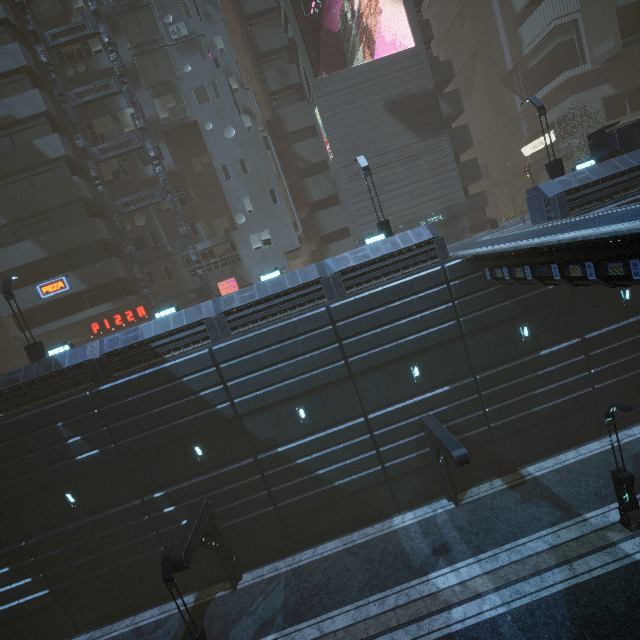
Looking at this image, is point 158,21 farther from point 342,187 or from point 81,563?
point 81,563

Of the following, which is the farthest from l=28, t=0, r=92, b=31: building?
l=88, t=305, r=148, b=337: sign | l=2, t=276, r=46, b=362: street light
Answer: l=2, t=276, r=46, b=362: street light

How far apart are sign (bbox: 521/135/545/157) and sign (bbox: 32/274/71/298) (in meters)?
50.30

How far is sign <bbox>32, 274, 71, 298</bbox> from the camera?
23.30m

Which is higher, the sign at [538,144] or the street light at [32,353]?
the sign at [538,144]

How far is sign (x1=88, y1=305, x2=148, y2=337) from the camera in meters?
26.5 m

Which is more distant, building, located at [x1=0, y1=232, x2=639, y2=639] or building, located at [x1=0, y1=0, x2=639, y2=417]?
building, located at [x1=0, y1=0, x2=639, y2=417]

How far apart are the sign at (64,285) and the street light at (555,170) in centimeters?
3193cm
